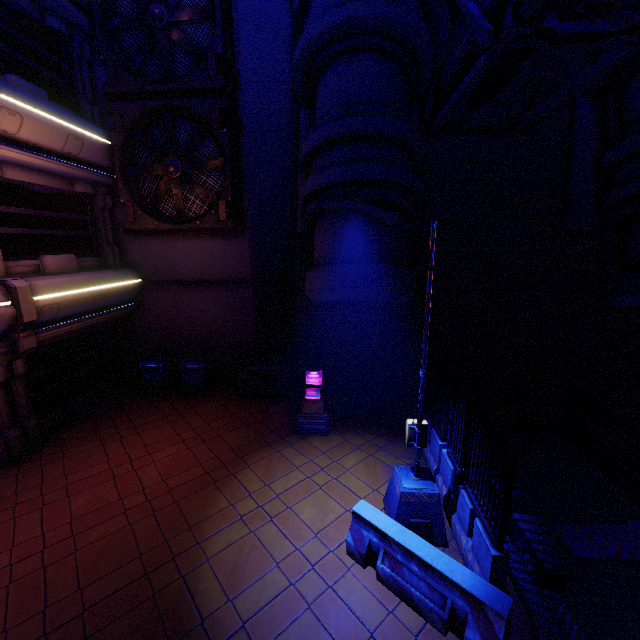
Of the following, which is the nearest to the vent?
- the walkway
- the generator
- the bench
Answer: the generator

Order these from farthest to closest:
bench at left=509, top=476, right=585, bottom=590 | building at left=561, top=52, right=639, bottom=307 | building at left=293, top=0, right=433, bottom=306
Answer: building at left=561, top=52, right=639, bottom=307, building at left=293, top=0, right=433, bottom=306, bench at left=509, top=476, right=585, bottom=590

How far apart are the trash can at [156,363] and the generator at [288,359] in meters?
2.6 m

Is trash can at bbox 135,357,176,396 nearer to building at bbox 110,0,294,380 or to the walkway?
building at bbox 110,0,294,380

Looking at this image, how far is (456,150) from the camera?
8.9 meters

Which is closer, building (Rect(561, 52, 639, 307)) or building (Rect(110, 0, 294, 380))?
building (Rect(561, 52, 639, 307))

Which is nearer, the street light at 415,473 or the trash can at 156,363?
the street light at 415,473

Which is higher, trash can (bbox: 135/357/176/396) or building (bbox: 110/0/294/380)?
building (bbox: 110/0/294/380)
